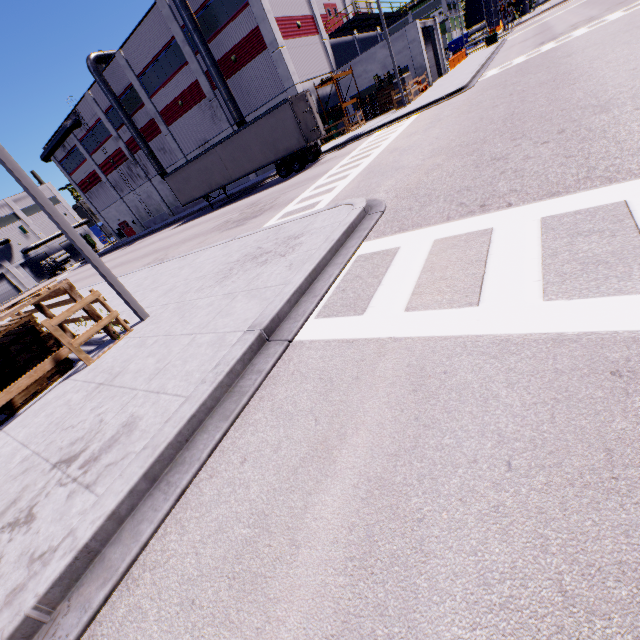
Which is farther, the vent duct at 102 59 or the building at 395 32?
the vent duct at 102 59

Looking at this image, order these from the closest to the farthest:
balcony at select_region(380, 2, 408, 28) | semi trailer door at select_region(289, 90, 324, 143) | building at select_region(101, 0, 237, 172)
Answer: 1. semi trailer door at select_region(289, 90, 324, 143)
2. building at select_region(101, 0, 237, 172)
3. balcony at select_region(380, 2, 408, 28)

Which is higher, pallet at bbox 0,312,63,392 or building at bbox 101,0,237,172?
building at bbox 101,0,237,172

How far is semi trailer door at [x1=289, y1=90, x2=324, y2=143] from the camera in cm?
1945

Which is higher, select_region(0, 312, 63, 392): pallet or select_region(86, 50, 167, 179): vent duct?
select_region(86, 50, 167, 179): vent duct

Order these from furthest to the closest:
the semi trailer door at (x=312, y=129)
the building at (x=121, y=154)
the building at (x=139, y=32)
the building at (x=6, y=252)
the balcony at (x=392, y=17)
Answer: the building at (x=6, y=252), the building at (x=121, y=154), the balcony at (x=392, y=17), the building at (x=139, y=32), the semi trailer door at (x=312, y=129)

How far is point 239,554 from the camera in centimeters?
238cm

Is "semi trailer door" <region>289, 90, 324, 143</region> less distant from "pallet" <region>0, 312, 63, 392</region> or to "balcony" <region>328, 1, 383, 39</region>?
"pallet" <region>0, 312, 63, 392</region>
